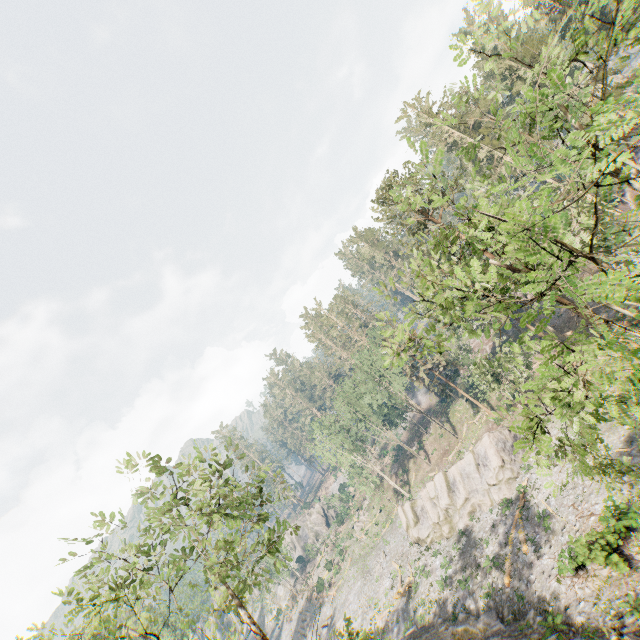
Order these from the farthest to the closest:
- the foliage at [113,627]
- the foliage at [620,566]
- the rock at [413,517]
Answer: the rock at [413,517] < the foliage at [620,566] < the foliage at [113,627]

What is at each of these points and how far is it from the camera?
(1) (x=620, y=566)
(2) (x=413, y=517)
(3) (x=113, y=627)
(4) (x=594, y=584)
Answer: (1) foliage, 16.5m
(2) rock, 39.3m
(3) foliage, 10.5m
(4) foliage, 18.1m

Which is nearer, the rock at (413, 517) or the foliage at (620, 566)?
the foliage at (620, 566)

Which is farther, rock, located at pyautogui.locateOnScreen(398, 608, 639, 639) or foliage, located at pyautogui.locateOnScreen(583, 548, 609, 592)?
foliage, located at pyautogui.locateOnScreen(583, 548, 609, 592)

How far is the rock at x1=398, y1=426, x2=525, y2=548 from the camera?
31.34m

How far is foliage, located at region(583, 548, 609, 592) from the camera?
17.1 meters

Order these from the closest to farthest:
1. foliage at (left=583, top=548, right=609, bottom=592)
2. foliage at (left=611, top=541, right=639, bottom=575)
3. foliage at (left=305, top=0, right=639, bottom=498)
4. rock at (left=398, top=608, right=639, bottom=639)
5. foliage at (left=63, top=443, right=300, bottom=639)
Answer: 1. foliage at (left=305, top=0, right=639, bottom=498)
2. foliage at (left=63, top=443, right=300, bottom=639)
3. foliage at (left=611, top=541, right=639, bottom=575)
4. rock at (left=398, top=608, right=639, bottom=639)
5. foliage at (left=583, top=548, right=609, bottom=592)
